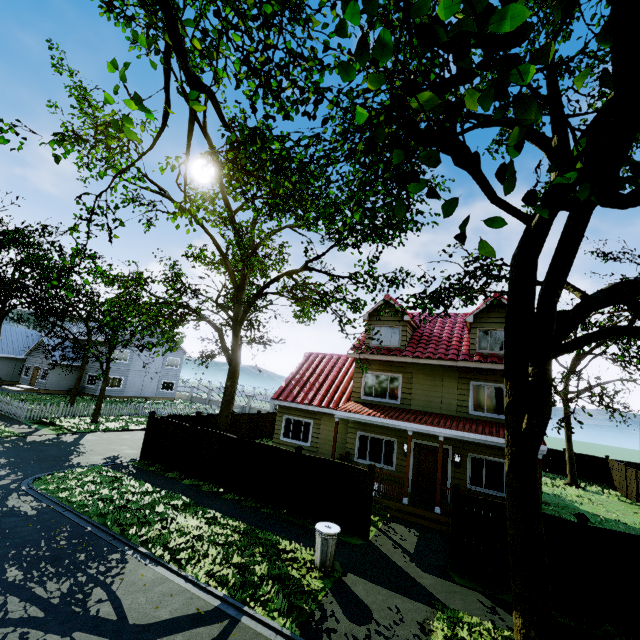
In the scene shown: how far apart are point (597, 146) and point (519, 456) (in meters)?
5.16

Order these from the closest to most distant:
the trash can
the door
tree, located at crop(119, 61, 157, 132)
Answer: tree, located at crop(119, 61, 157, 132) → the trash can → the door

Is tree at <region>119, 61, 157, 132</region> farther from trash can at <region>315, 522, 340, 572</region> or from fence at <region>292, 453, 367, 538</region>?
trash can at <region>315, 522, 340, 572</region>

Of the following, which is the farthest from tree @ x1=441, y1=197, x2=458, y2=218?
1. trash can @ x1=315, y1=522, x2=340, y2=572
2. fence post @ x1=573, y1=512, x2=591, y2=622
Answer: trash can @ x1=315, y1=522, x2=340, y2=572

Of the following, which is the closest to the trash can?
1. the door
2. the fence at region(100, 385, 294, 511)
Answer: the fence at region(100, 385, 294, 511)

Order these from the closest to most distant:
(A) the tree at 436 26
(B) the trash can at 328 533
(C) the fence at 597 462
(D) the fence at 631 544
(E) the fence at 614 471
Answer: (A) the tree at 436 26 → (D) the fence at 631 544 → (B) the trash can at 328 533 → (E) the fence at 614 471 → (C) the fence at 597 462

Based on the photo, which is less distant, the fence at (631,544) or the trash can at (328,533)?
the fence at (631,544)

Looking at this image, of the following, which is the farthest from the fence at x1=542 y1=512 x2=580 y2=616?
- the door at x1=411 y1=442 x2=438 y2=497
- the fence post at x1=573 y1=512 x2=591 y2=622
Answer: the door at x1=411 y1=442 x2=438 y2=497
